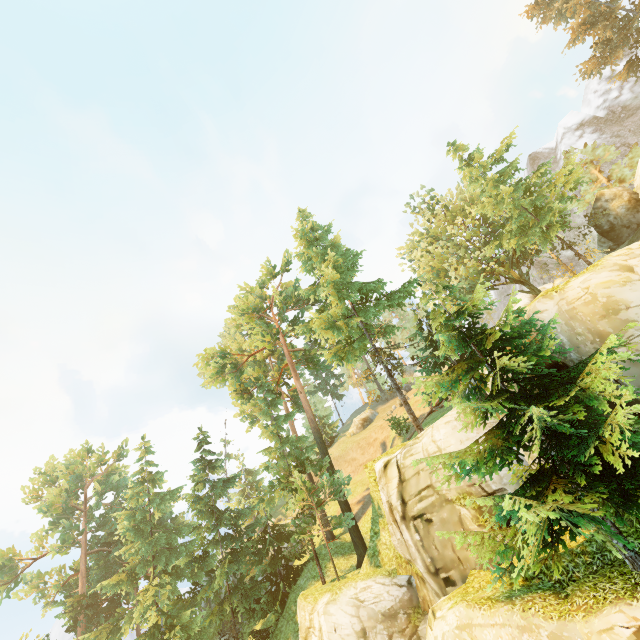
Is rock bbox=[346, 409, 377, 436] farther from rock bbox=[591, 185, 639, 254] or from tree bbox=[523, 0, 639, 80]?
rock bbox=[591, 185, 639, 254]

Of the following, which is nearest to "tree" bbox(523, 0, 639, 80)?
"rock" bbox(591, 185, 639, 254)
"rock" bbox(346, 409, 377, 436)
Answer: "rock" bbox(591, 185, 639, 254)

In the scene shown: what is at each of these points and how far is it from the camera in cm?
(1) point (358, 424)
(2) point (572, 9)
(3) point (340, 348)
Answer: (1) rock, 4444
(2) tree, 2861
(3) tree, 2088

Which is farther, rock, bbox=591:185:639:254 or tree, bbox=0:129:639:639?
rock, bbox=591:185:639:254

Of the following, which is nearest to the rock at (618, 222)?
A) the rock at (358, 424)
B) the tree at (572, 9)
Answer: the tree at (572, 9)

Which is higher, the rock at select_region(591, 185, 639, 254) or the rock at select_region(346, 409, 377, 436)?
the rock at select_region(591, 185, 639, 254)

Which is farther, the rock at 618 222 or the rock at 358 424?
the rock at 358 424
